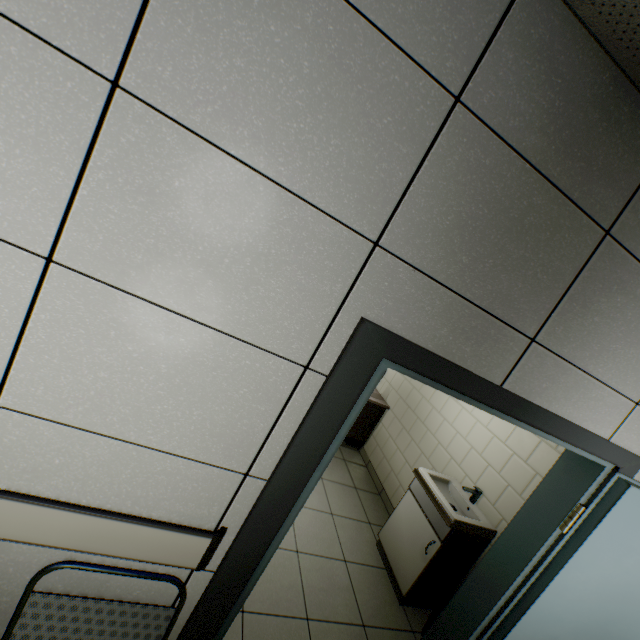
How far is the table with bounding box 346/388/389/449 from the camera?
4.7m

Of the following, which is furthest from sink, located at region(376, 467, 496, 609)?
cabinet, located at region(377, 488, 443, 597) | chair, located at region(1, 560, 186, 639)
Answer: chair, located at region(1, 560, 186, 639)

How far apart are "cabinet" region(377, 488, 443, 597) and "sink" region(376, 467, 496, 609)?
0.0 meters

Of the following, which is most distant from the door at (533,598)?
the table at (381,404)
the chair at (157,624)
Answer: the table at (381,404)

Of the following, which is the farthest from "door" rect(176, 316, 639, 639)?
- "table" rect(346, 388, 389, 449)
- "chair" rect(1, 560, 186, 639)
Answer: "table" rect(346, 388, 389, 449)

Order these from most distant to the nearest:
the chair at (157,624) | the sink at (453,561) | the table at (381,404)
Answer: the table at (381,404) → the sink at (453,561) → the chair at (157,624)

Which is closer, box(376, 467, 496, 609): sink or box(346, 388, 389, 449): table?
box(376, 467, 496, 609): sink

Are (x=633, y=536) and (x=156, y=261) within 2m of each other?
no
